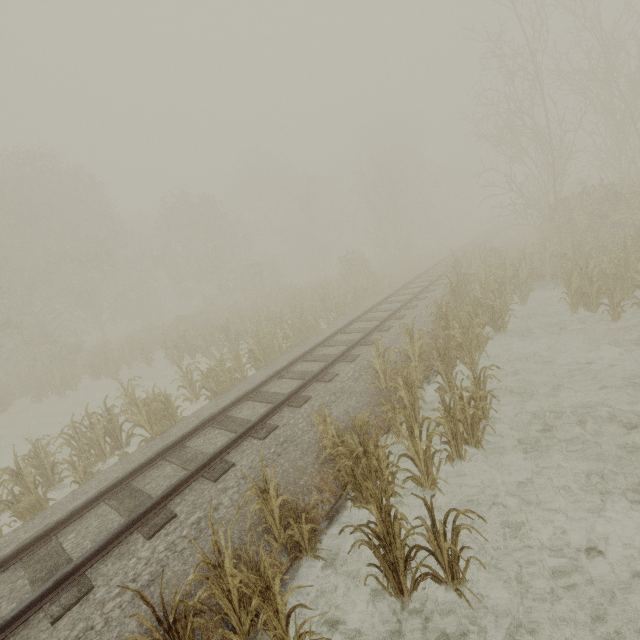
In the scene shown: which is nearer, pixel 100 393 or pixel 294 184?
pixel 100 393
